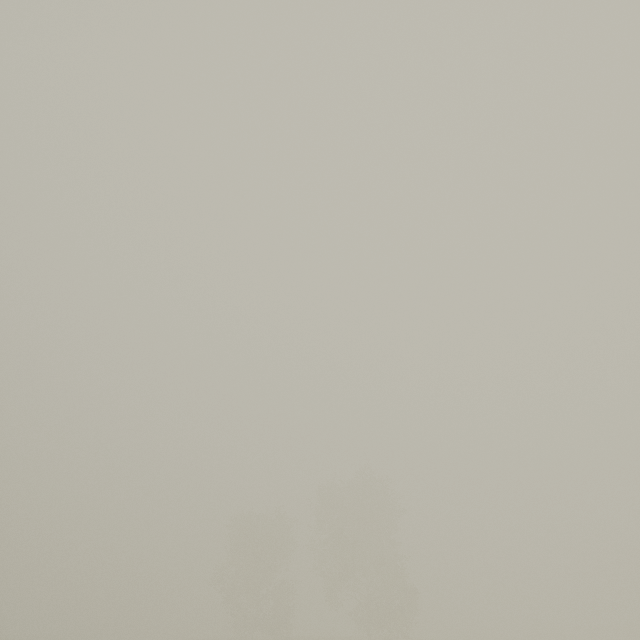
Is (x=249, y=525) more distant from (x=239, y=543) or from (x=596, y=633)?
(x=596, y=633)
